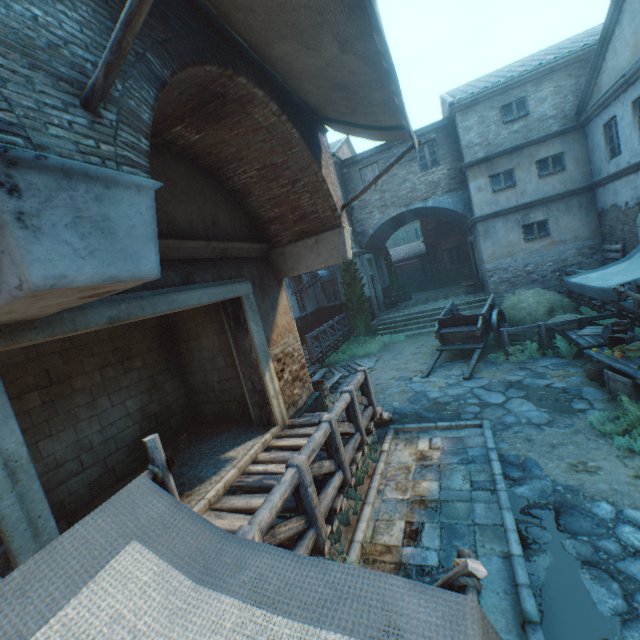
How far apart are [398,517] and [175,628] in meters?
4.5 m

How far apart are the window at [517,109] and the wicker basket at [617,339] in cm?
1134

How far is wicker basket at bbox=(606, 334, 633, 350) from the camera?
6.8m

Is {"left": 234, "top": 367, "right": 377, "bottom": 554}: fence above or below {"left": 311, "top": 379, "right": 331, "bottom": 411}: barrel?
above

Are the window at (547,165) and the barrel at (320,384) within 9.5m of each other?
no

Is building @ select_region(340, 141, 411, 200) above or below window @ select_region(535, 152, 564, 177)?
above

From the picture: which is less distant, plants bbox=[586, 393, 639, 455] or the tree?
plants bbox=[586, 393, 639, 455]

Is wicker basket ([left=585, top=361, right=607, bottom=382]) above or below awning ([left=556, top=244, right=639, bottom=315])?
below
